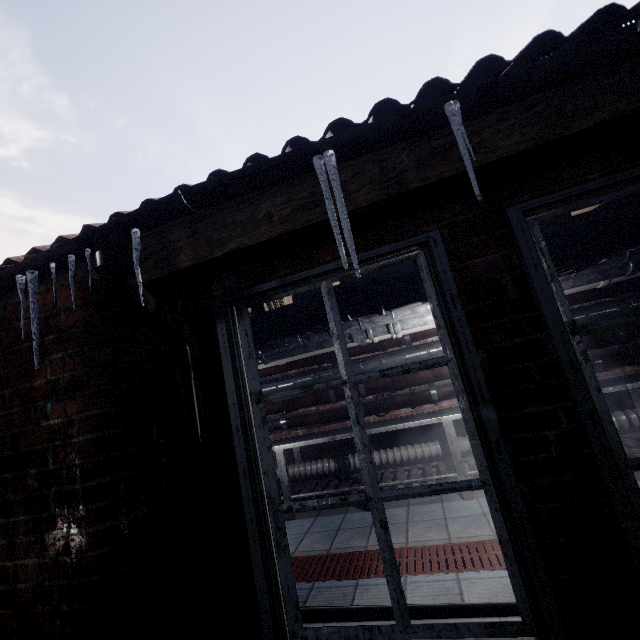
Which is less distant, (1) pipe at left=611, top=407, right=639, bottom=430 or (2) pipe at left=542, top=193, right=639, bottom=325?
(2) pipe at left=542, top=193, right=639, bottom=325

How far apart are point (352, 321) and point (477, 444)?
1.77m

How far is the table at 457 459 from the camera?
3.4 meters

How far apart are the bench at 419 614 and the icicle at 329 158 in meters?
1.4 m

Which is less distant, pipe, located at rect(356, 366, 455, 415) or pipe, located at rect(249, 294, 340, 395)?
pipe, located at rect(249, 294, 340, 395)

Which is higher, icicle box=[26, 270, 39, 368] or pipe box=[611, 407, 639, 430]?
icicle box=[26, 270, 39, 368]

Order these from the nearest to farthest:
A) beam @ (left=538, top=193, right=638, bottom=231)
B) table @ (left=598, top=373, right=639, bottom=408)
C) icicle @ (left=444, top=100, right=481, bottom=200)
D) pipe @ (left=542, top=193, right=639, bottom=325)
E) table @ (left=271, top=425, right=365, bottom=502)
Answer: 1. icicle @ (left=444, top=100, right=481, bottom=200)
2. pipe @ (left=542, top=193, right=639, bottom=325)
3. beam @ (left=538, top=193, right=638, bottom=231)
4. table @ (left=598, top=373, right=639, bottom=408)
5. table @ (left=271, top=425, right=365, bottom=502)

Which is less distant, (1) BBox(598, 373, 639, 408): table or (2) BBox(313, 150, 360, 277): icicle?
(2) BBox(313, 150, 360, 277): icicle
